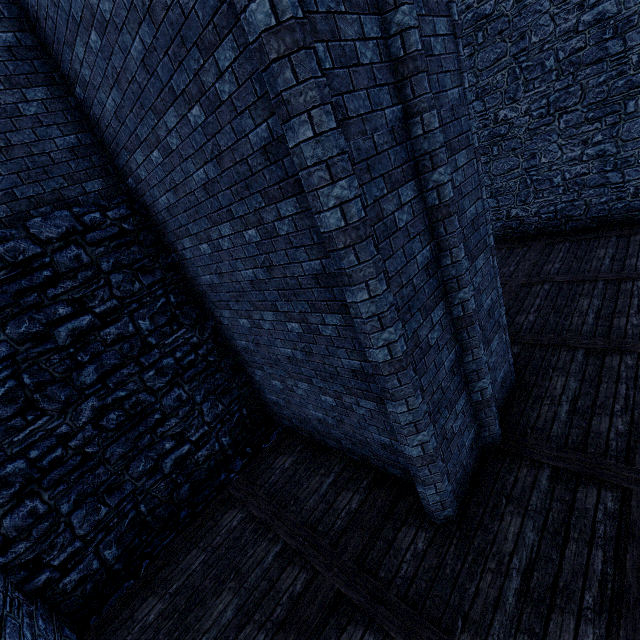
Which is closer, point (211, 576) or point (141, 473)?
point (211, 576)

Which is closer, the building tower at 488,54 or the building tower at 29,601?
the building tower at 29,601

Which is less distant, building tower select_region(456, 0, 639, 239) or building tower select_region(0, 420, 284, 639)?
building tower select_region(0, 420, 284, 639)
